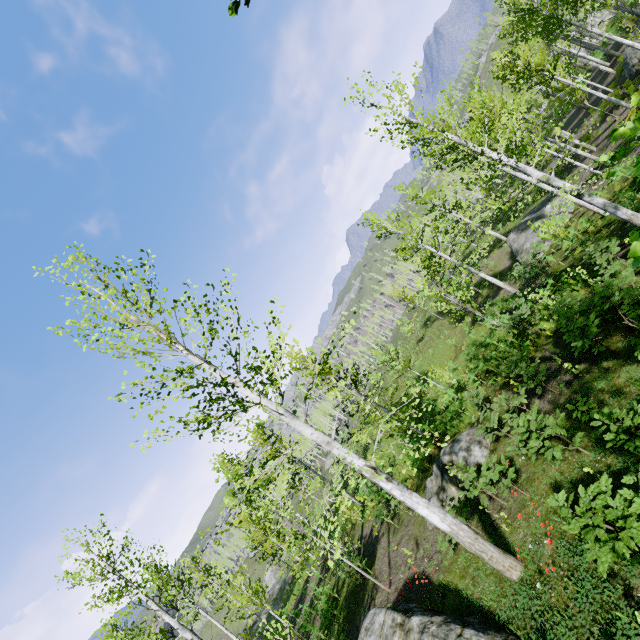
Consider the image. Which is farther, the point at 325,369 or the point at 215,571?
the point at 215,571

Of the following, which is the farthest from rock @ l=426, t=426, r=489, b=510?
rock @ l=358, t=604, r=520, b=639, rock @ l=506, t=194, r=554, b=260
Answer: rock @ l=506, t=194, r=554, b=260

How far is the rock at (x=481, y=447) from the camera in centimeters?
1023cm

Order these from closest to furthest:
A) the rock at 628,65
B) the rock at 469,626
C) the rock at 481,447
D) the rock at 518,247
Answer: the rock at 469,626
the rock at 481,447
the rock at 628,65
the rock at 518,247

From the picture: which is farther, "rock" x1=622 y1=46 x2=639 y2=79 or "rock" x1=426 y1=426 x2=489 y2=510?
"rock" x1=622 y1=46 x2=639 y2=79

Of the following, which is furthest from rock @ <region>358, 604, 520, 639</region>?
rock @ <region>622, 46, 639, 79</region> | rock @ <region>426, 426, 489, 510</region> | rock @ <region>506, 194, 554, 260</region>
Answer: rock @ <region>622, 46, 639, 79</region>

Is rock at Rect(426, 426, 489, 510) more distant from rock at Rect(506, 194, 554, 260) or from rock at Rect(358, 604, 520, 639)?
rock at Rect(506, 194, 554, 260)

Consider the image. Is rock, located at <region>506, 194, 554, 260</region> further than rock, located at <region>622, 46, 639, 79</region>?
Yes
